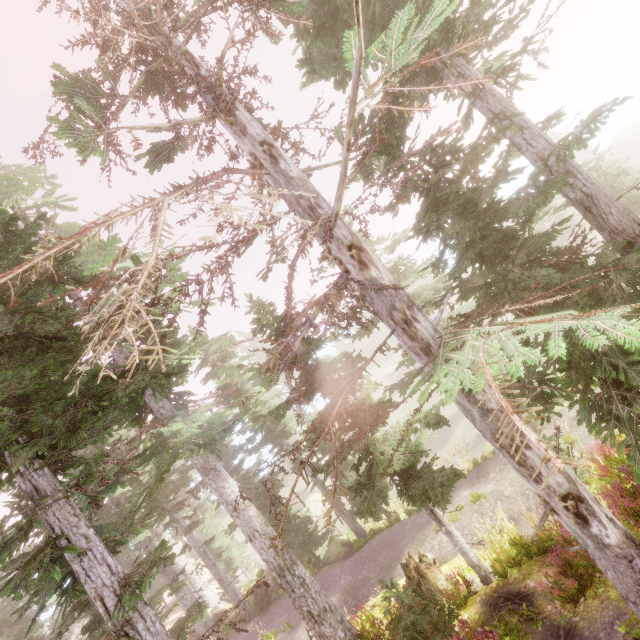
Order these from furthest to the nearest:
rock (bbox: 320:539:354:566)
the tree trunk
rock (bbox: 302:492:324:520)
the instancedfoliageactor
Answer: rock (bbox: 302:492:324:520)
rock (bbox: 320:539:354:566)
the tree trunk
the instancedfoliageactor

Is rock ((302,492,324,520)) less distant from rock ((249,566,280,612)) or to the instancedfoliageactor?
the instancedfoliageactor

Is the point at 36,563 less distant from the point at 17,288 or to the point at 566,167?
the point at 17,288

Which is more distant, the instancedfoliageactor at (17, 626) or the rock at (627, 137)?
the rock at (627, 137)

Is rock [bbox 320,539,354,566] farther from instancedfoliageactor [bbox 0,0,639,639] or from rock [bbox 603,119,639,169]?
rock [bbox 603,119,639,169]

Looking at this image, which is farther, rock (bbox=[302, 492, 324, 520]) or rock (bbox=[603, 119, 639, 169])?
rock (bbox=[603, 119, 639, 169])

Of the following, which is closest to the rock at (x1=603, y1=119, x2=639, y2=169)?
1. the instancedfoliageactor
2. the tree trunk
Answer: the instancedfoliageactor

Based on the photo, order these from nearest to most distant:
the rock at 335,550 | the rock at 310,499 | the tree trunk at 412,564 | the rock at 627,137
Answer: the tree trunk at 412,564
the rock at 335,550
the rock at 310,499
the rock at 627,137
